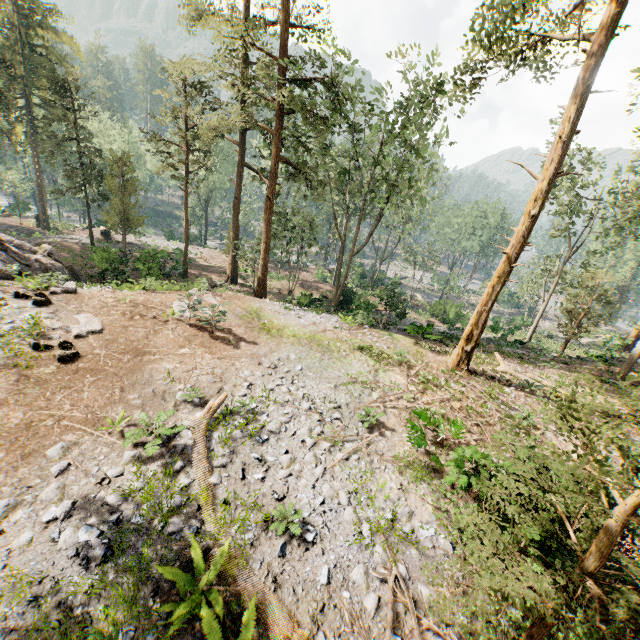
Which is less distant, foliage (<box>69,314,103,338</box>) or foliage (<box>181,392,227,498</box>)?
foliage (<box>181,392,227,498</box>)

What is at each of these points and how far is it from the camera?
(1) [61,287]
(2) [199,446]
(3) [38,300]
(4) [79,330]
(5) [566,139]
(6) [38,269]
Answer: (1) foliage, 15.8m
(2) foliage, 8.8m
(3) foliage, 13.8m
(4) foliage, 12.5m
(5) foliage, 11.5m
(6) rock, 19.4m

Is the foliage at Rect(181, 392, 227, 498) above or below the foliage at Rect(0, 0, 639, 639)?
below

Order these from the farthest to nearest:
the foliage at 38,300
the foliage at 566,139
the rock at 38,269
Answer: the rock at 38,269 < the foliage at 38,300 < the foliage at 566,139

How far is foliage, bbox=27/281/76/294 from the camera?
15.2 meters

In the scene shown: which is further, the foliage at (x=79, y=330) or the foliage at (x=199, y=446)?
the foliage at (x=79, y=330)
